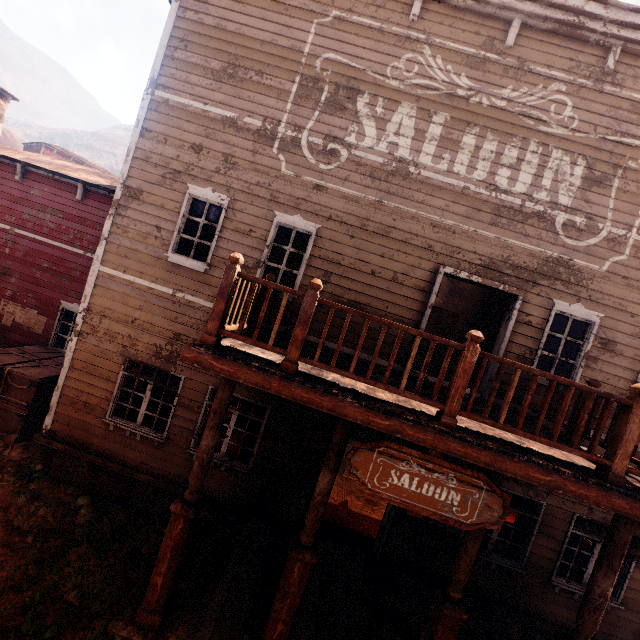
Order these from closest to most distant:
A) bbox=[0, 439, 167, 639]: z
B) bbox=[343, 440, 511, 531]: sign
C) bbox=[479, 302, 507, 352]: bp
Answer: bbox=[343, 440, 511, 531]: sign < bbox=[0, 439, 167, 639]: z < bbox=[479, 302, 507, 352]: bp

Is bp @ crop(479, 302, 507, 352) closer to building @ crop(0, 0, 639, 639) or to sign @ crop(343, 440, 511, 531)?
building @ crop(0, 0, 639, 639)

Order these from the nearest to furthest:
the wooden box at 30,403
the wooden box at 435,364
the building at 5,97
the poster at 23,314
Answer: the wooden box at 30,403, the wooden box at 435,364, the poster at 23,314, the building at 5,97

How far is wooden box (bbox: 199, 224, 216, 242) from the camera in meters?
7.4 m

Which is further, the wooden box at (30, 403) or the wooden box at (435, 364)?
the wooden box at (435, 364)

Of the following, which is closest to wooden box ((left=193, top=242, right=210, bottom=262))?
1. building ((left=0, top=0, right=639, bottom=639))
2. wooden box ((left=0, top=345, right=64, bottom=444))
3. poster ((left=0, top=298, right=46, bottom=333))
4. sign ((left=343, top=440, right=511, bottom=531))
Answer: building ((left=0, top=0, right=639, bottom=639))

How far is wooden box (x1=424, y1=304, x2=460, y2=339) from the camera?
9.0m

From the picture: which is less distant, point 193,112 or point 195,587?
point 195,587
